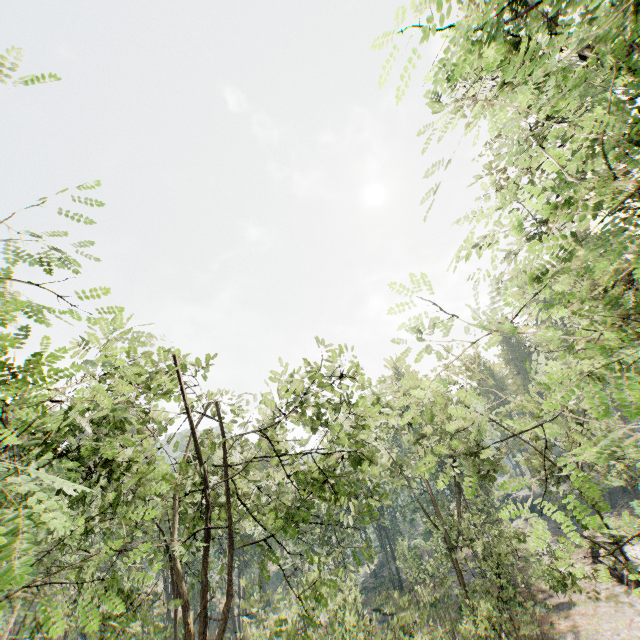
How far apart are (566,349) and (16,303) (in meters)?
5.60
